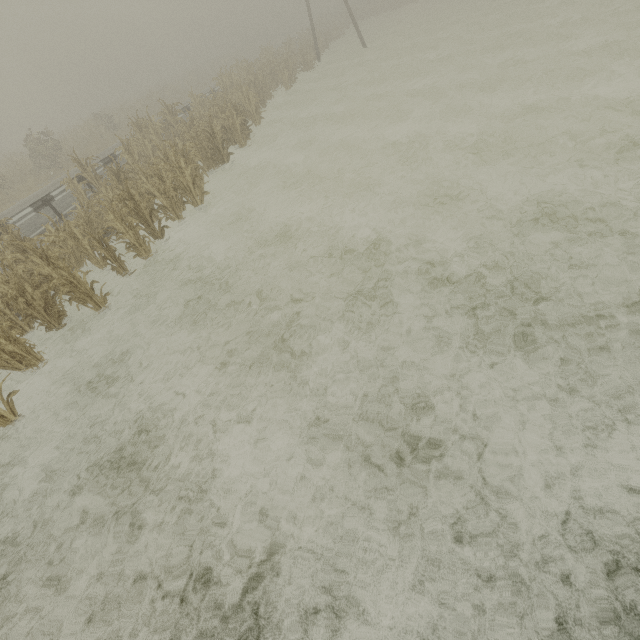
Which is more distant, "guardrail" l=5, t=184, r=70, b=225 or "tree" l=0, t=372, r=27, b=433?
"guardrail" l=5, t=184, r=70, b=225

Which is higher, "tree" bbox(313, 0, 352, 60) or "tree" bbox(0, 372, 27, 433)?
"tree" bbox(313, 0, 352, 60)

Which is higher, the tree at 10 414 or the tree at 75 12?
the tree at 75 12

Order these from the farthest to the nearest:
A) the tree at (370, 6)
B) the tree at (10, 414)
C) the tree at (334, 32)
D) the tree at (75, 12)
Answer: the tree at (370, 6) < the tree at (334, 32) < the tree at (75, 12) < the tree at (10, 414)

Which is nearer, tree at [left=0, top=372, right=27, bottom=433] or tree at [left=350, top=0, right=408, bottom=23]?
tree at [left=0, top=372, right=27, bottom=433]

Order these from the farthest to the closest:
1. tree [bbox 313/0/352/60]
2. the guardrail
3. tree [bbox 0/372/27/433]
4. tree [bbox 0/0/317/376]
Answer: tree [bbox 313/0/352/60], the guardrail, tree [bbox 0/0/317/376], tree [bbox 0/372/27/433]

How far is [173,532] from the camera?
3.6 meters
